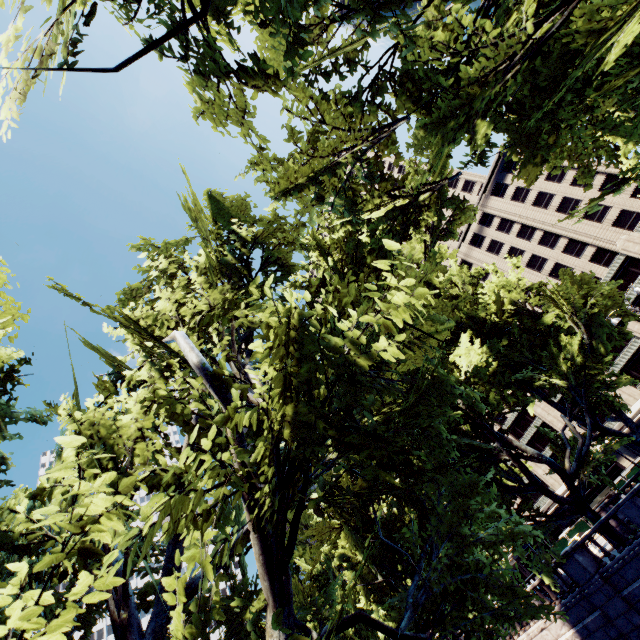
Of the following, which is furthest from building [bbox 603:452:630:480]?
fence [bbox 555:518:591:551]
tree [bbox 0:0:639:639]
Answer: tree [bbox 0:0:639:639]

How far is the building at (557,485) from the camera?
55.75m

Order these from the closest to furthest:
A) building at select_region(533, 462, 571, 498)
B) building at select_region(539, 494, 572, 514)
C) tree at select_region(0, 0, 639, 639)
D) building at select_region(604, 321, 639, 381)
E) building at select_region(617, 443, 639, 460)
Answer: tree at select_region(0, 0, 639, 639) → building at select_region(604, 321, 639, 381) → building at select_region(617, 443, 639, 460) → building at select_region(533, 462, 571, 498) → building at select_region(539, 494, 572, 514)

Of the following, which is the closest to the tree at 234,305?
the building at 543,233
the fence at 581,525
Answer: the building at 543,233

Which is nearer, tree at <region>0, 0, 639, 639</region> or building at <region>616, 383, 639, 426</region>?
tree at <region>0, 0, 639, 639</region>

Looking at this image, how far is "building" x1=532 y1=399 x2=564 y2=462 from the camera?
56.2 meters

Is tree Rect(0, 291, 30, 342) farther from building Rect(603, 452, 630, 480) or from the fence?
the fence

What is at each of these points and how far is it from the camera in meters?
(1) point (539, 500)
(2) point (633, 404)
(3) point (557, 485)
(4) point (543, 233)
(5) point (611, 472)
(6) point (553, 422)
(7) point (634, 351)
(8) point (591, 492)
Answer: (1) building, 59.9
(2) building, 47.8
(3) building, 56.8
(4) building, 56.5
(5) building, 50.6
(6) building, 56.7
(7) building, 47.6
(8) building, 52.9
